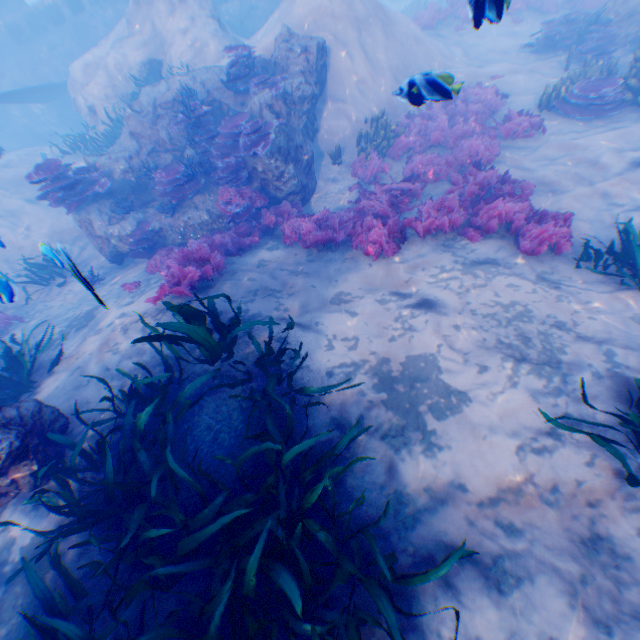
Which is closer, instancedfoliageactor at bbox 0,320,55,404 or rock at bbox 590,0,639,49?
instancedfoliageactor at bbox 0,320,55,404

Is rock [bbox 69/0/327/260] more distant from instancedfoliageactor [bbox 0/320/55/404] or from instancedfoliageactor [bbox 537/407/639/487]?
instancedfoliageactor [bbox 537/407/639/487]

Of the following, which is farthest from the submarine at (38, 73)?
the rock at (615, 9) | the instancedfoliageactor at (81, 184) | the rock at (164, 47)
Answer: the rock at (615, 9)

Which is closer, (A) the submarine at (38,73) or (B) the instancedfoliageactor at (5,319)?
(B) the instancedfoliageactor at (5,319)

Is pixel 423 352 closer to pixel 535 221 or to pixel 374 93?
pixel 535 221

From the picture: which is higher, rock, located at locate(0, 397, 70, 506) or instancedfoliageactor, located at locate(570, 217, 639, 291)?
rock, located at locate(0, 397, 70, 506)

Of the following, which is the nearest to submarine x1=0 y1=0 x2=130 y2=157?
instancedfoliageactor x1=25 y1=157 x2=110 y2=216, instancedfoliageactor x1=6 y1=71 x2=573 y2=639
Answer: instancedfoliageactor x1=25 y1=157 x2=110 y2=216

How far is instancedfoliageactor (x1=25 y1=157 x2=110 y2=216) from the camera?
8.4m
